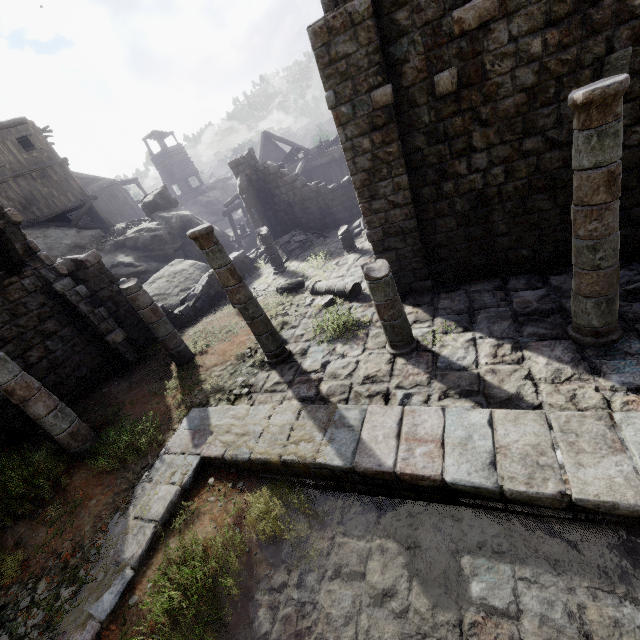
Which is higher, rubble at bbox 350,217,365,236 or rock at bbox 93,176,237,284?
rock at bbox 93,176,237,284

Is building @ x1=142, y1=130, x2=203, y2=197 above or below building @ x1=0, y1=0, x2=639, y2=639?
above

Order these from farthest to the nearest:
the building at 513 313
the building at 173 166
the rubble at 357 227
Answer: the building at 173 166
the rubble at 357 227
the building at 513 313

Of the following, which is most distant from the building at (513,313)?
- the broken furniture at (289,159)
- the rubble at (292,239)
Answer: the broken furniture at (289,159)

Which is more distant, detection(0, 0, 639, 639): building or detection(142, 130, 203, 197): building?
detection(142, 130, 203, 197): building

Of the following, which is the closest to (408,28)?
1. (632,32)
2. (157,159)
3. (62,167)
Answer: (632,32)

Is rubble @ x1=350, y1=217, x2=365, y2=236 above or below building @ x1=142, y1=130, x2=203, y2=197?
below

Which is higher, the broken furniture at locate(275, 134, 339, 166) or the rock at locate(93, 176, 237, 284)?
the broken furniture at locate(275, 134, 339, 166)
